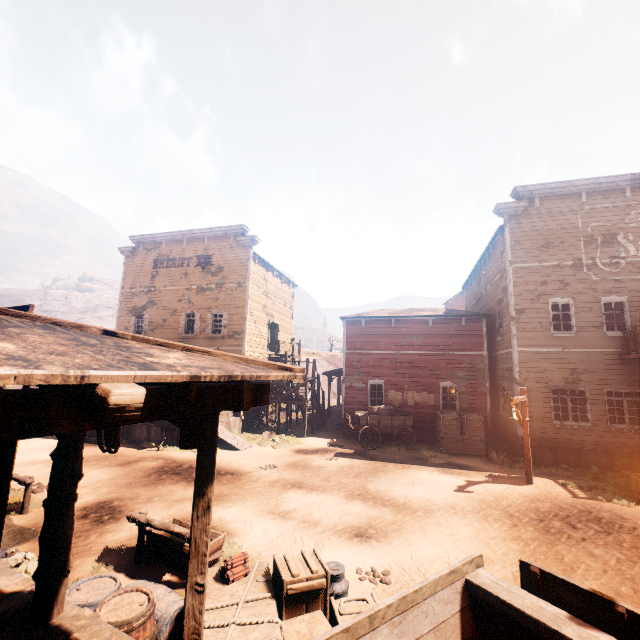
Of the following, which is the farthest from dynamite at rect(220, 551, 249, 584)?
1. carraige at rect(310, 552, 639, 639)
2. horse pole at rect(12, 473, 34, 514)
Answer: horse pole at rect(12, 473, 34, 514)

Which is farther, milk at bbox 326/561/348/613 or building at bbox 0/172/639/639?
milk at bbox 326/561/348/613

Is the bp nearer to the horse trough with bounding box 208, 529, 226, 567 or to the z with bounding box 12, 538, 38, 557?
the z with bounding box 12, 538, 38, 557

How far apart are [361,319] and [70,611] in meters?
17.4

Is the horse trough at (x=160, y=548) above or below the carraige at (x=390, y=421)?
below

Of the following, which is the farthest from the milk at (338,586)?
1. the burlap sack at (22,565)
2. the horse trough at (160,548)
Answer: the burlap sack at (22,565)

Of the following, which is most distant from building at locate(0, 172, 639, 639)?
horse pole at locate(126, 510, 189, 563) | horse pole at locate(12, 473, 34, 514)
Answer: horse pole at locate(126, 510, 189, 563)

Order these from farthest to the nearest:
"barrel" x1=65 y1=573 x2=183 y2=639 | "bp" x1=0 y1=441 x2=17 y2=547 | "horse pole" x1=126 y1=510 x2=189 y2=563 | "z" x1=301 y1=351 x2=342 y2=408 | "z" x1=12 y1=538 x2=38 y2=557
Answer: "z" x1=301 y1=351 x2=342 y2=408 < "z" x1=12 y1=538 x2=38 y2=557 < "horse pole" x1=126 y1=510 x2=189 y2=563 < "barrel" x1=65 y1=573 x2=183 y2=639 < "bp" x1=0 y1=441 x2=17 y2=547
